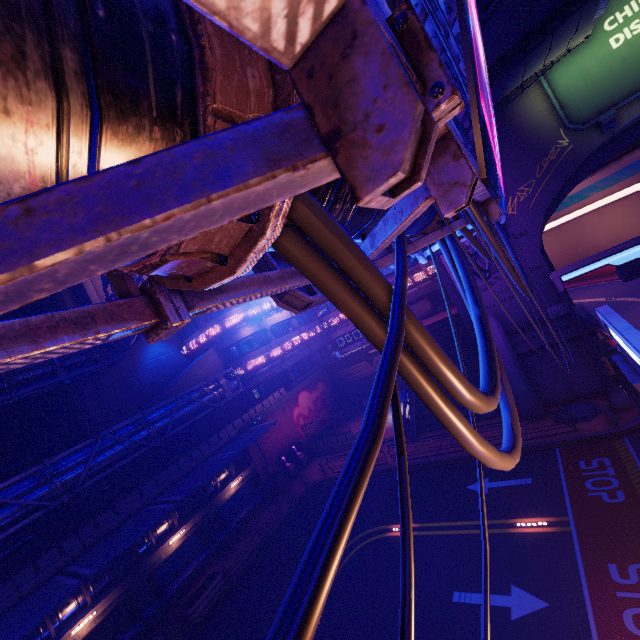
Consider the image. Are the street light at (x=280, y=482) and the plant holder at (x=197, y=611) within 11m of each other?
yes

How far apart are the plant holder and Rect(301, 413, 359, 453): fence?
12.7m

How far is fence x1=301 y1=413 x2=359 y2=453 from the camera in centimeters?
2714cm

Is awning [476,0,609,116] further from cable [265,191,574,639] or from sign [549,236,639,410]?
sign [549,236,639,410]

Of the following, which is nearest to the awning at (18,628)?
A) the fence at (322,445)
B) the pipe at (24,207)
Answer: the fence at (322,445)

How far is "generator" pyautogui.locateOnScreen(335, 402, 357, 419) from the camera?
33.81m

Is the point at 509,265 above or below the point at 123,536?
above

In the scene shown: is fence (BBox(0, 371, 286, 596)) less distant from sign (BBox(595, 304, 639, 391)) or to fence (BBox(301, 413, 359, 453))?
fence (BBox(301, 413, 359, 453))
